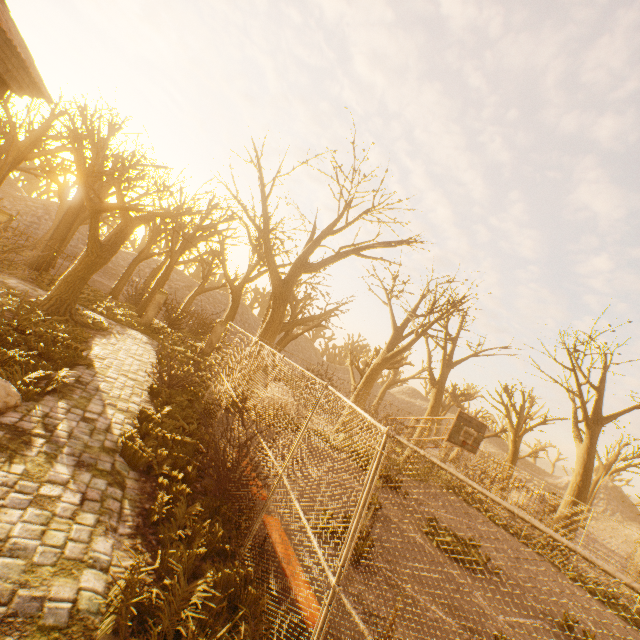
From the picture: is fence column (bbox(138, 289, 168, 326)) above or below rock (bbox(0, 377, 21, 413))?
above

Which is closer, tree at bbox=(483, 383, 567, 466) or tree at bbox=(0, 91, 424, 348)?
tree at bbox=(0, 91, 424, 348)

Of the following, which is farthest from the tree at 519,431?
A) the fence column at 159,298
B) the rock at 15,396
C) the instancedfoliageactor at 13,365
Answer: the rock at 15,396

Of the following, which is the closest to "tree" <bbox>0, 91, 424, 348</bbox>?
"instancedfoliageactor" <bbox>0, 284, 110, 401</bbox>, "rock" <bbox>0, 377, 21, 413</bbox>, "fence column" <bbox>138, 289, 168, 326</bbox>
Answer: "instancedfoliageactor" <bbox>0, 284, 110, 401</bbox>

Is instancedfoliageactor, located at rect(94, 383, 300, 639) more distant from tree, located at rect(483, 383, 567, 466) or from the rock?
tree, located at rect(483, 383, 567, 466)

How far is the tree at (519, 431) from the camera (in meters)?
20.92

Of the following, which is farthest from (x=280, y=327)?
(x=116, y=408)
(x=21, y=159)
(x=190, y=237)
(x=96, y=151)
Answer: (x=96, y=151)
